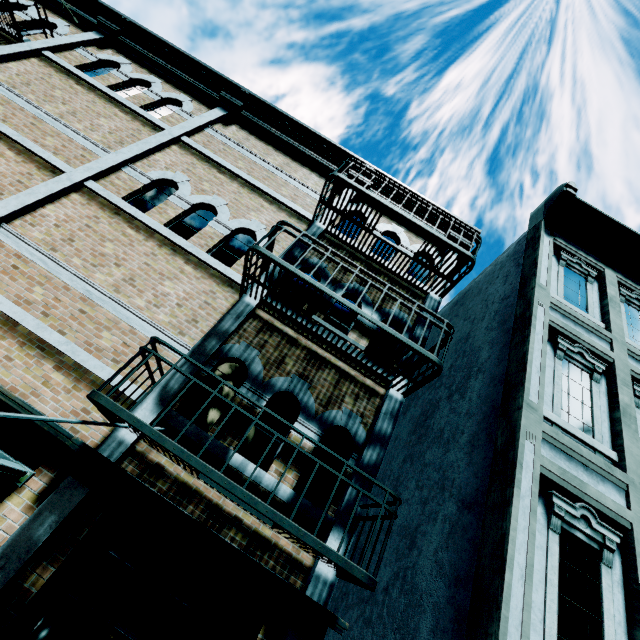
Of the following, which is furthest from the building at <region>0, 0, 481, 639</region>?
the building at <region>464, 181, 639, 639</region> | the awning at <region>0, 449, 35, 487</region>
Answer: the building at <region>464, 181, 639, 639</region>

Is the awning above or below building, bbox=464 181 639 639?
below

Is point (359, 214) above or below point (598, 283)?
below

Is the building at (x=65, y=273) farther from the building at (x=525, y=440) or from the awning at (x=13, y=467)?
the building at (x=525, y=440)

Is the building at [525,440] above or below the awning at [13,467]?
above

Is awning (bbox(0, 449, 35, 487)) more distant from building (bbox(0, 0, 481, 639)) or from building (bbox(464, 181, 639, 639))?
building (bbox(464, 181, 639, 639))
